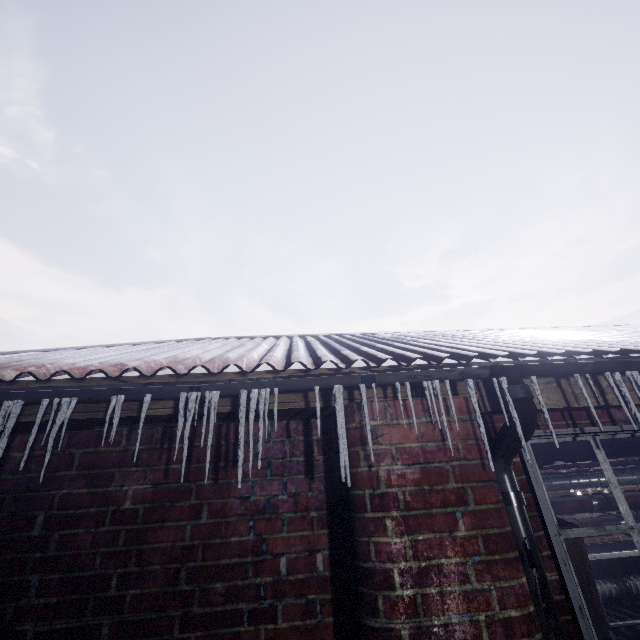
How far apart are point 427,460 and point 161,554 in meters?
1.1 m

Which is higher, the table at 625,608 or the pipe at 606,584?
the pipe at 606,584

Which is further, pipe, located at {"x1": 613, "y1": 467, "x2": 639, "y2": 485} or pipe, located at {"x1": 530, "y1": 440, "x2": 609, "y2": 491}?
pipe, located at {"x1": 613, "y1": 467, "x2": 639, "y2": 485}

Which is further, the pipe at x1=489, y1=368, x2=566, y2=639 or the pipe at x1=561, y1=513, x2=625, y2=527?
the pipe at x1=561, y1=513, x2=625, y2=527

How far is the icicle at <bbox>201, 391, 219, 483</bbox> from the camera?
1.1 meters

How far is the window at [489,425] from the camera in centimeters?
158cm

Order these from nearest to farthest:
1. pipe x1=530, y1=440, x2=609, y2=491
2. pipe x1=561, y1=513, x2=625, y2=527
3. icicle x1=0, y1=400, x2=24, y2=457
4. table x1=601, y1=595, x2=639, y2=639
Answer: icicle x1=0, y1=400, x2=24, y2=457 → pipe x1=530, y1=440, x2=609, y2=491 → table x1=601, y1=595, x2=639, y2=639 → pipe x1=561, y1=513, x2=625, y2=527
